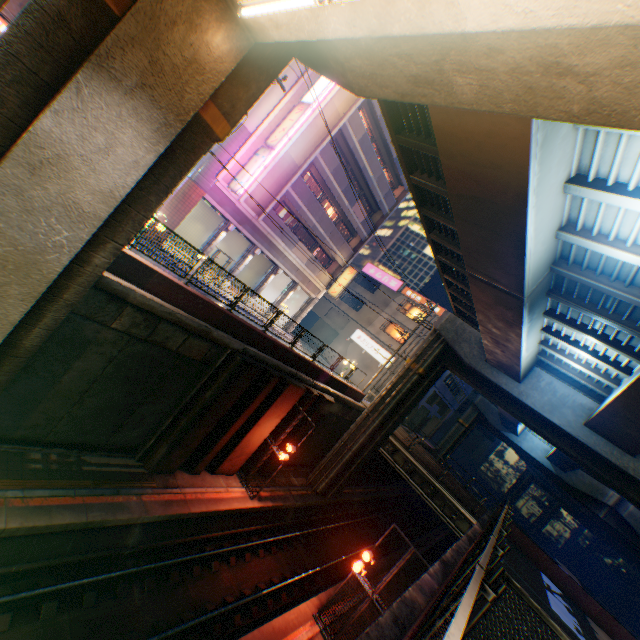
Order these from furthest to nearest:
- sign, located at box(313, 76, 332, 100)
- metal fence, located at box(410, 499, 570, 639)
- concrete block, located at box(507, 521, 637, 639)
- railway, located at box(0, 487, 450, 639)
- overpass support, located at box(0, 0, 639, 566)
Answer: sign, located at box(313, 76, 332, 100)
concrete block, located at box(507, 521, 637, 639)
railway, located at box(0, 487, 450, 639)
overpass support, located at box(0, 0, 639, 566)
metal fence, located at box(410, 499, 570, 639)

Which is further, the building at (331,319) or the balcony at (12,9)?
the building at (331,319)

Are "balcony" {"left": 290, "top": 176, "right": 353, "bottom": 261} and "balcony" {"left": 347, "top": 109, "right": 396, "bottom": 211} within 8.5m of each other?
yes

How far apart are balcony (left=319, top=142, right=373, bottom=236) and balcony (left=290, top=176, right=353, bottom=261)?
2.0m

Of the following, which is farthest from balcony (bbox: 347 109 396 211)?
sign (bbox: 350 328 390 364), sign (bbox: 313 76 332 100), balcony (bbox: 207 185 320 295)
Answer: sign (bbox: 350 328 390 364)

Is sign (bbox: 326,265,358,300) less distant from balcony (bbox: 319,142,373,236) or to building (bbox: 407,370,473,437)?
balcony (bbox: 319,142,373,236)

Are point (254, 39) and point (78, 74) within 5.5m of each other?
yes

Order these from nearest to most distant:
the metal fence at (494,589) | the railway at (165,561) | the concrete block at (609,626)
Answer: the metal fence at (494,589), the railway at (165,561), the concrete block at (609,626)
